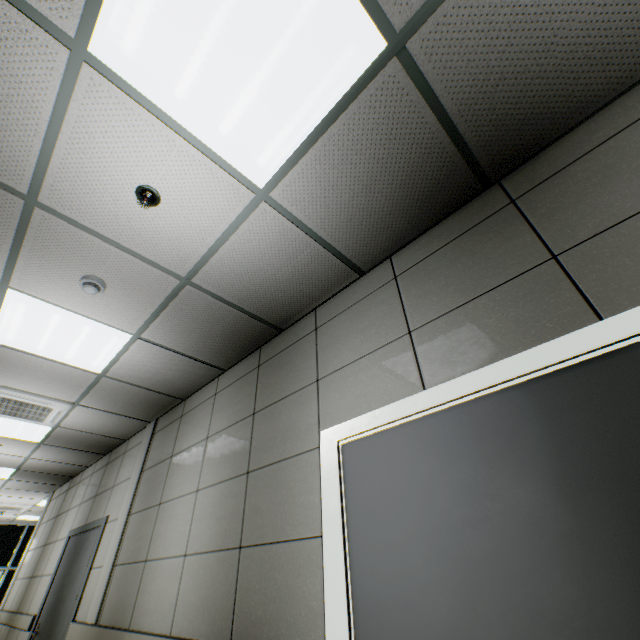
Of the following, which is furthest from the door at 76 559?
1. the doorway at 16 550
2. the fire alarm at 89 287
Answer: the doorway at 16 550

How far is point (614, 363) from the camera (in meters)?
1.19

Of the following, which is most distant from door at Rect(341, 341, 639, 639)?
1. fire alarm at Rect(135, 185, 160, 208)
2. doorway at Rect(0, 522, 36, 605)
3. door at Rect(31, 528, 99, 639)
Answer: doorway at Rect(0, 522, 36, 605)

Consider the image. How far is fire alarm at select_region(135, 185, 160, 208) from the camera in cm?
→ 191

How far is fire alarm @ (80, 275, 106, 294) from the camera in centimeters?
243cm

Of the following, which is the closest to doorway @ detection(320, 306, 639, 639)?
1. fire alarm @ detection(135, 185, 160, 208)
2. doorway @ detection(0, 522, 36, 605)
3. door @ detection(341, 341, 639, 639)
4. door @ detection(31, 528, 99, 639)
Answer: door @ detection(341, 341, 639, 639)

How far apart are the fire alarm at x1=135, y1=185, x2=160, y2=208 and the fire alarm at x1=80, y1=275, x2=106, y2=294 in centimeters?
93cm

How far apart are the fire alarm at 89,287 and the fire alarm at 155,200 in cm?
93
